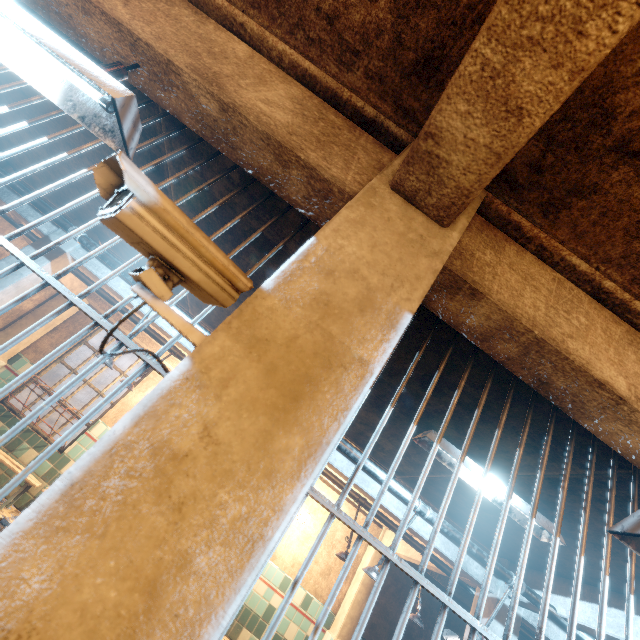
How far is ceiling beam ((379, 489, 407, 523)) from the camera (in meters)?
3.30

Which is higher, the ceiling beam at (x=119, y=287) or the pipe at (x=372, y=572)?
the ceiling beam at (x=119, y=287)

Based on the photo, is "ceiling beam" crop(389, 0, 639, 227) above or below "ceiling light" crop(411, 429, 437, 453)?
below

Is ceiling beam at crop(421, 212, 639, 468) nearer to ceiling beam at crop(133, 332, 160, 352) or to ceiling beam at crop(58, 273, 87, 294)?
ceiling beam at crop(58, 273, 87, 294)

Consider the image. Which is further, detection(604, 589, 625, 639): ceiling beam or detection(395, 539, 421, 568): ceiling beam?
detection(395, 539, 421, 568): ceiling beam

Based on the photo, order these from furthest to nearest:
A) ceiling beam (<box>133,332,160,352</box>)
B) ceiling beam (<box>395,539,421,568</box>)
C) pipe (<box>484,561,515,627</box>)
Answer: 1. ceiling beam (<box>133,332,160,352</box>)
2. ceiling beam (<box>395,539,421,568</box>)
3. pipe (<box>484,561,515,627</box>)

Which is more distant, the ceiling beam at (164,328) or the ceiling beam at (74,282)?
the ceiling beam at (74,282)

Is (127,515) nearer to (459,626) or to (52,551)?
(52,551)
